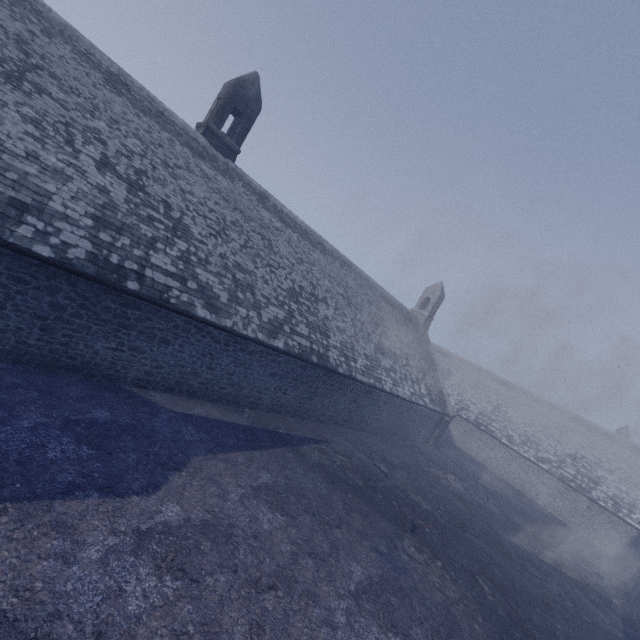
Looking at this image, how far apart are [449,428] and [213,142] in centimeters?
3395cm
